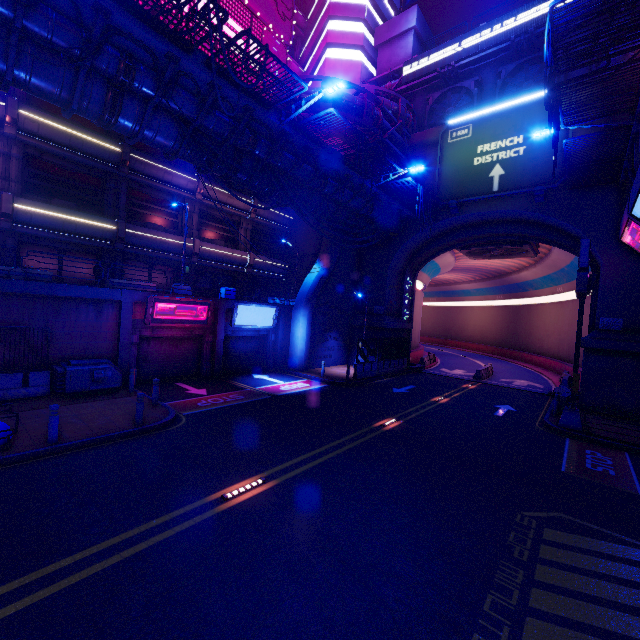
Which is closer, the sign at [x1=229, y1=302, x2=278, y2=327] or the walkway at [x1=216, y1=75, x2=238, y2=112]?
the walkway at [x1=216, y1=75, x2=238, y2=112]

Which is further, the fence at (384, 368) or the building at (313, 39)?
the building at (313, 39)

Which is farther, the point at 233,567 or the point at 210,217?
the point at 210,217

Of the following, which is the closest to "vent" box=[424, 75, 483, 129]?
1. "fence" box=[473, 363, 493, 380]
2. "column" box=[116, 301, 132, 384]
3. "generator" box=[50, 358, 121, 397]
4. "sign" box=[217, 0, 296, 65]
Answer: "sign" box=[217, 0, 296, 65]

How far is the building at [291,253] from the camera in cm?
3073

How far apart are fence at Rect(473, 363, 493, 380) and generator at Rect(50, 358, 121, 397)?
24.3m

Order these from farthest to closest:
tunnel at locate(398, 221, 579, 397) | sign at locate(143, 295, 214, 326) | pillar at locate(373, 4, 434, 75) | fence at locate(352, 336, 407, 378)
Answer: pillar at locate(373, 4, 434, 75) → tunnel at locate(398, 221, 579, 397) → fence at locate(352, 336, 407, 378) → sign at locate(143, 295, 214, 326)

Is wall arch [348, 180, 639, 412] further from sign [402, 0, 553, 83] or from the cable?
the cable
